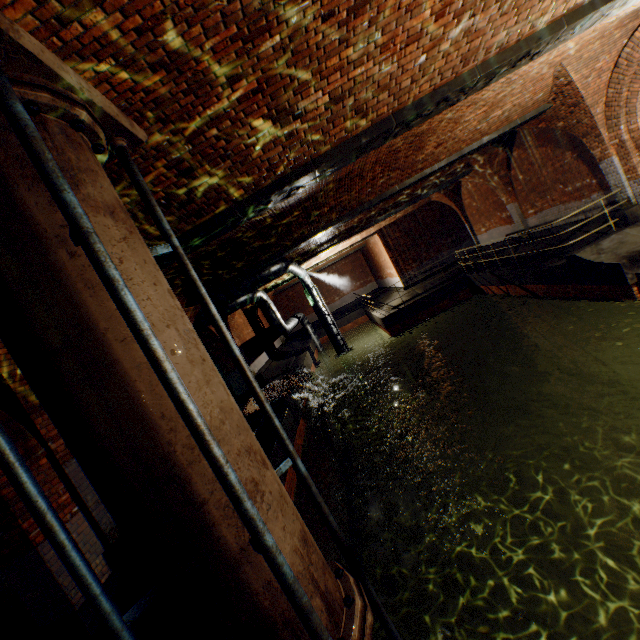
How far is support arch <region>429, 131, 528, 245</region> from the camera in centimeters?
1266cm

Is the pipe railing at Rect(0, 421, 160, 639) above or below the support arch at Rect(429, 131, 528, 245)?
below

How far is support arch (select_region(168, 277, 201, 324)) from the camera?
8.13m

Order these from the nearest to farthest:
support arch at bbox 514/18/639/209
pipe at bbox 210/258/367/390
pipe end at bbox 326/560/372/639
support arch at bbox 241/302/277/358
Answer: pipe end at bbox 326/560/372/639, support arch at bbox 514/18/639/209, pipe at bbox 210/258/367/390, support arch at bbox 241/302/277/358

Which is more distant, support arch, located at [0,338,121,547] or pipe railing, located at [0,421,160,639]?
support arch, located at [0,338,121,547]

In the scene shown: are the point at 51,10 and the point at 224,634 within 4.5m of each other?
yes

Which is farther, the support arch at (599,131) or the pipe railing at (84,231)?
the support arch at (599,131)

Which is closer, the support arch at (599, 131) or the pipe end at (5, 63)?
the pipe end at (5, 63)
